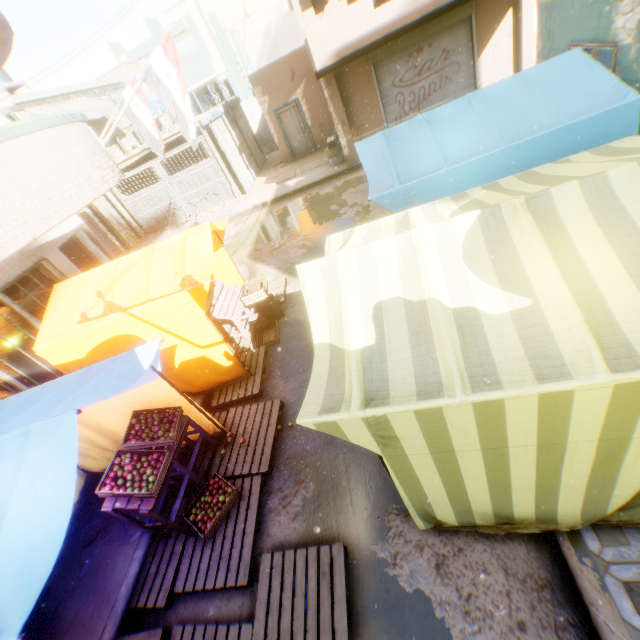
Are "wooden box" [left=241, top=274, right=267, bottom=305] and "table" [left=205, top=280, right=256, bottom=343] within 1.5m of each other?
yes

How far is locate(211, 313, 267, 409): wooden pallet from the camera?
5.8 meters

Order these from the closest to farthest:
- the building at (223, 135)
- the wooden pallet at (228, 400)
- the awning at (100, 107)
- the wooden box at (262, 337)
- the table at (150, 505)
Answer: the table at (150, 505), the wooden pallet at (228, 400), the wooden box at (262, 337), the awning at (100, 107), the building at (223, 135)

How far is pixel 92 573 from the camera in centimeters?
429cm

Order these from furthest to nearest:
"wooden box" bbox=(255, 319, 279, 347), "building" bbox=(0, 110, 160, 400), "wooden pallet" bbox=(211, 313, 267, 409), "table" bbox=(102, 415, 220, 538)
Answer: "wooden box" bbox=(255, 319, 279, 347) < "wooden pallet" bbox=(211, 313, 267, 409) < "building" bbox=(0, 110, 160, 400) < "table" bbox=(102, 415, 220, 538)

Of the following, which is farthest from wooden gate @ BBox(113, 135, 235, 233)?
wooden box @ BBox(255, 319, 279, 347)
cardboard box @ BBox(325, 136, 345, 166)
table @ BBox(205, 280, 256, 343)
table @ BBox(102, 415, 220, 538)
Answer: wooden box @ BBox(255, 319, 279, 347)

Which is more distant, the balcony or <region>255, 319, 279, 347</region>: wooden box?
the balcony

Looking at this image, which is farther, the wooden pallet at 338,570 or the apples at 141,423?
the apples at 141,423
